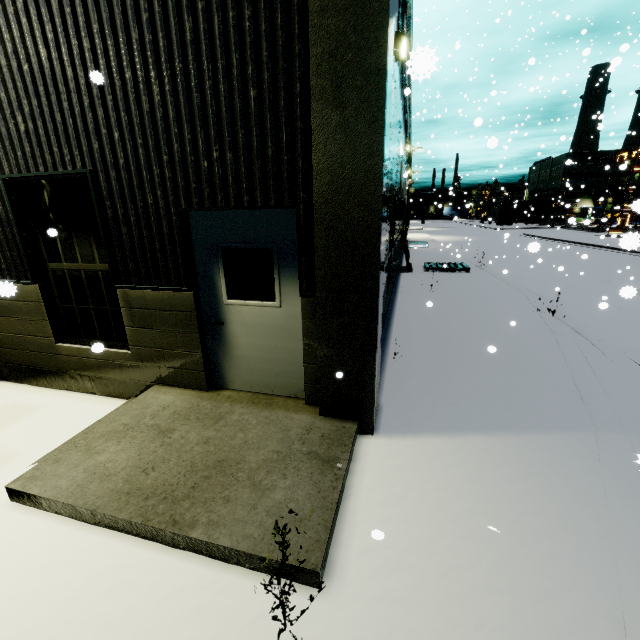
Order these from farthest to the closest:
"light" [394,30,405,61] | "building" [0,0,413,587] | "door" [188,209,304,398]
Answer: "light" [394,30,405,61] → "door" [188,209,304,398] → "building" [0,0,413,587]

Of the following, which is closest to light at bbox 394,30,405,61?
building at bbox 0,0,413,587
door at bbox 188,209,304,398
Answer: building at bbox 0,0,413,587

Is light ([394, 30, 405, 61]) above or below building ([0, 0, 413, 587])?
above

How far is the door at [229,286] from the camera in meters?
3.9 m

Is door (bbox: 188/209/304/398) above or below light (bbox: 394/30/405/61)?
below

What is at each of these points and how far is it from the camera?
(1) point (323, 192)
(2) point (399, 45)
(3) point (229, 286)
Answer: (1) building, 3.2m
(2) light, 5.6m
(3) door, 4.2m

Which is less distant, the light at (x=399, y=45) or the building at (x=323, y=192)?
the building at (x=323, y=192)

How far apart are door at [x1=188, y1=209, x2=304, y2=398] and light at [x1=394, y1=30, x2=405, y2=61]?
4.27m
